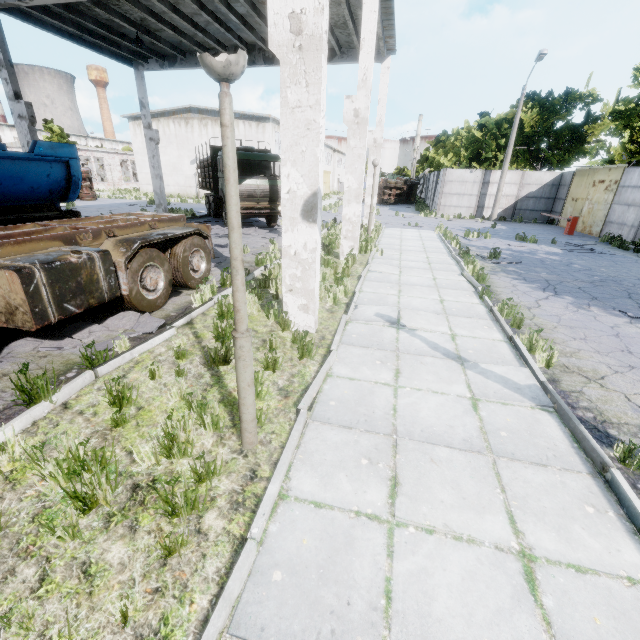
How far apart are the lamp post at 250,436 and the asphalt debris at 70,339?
2.96m

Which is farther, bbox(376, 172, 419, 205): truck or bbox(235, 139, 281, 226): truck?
bbox(376, 172, 419, 205): truck

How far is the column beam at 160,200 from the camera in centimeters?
1644cm

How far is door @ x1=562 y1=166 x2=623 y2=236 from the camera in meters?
18.6 m

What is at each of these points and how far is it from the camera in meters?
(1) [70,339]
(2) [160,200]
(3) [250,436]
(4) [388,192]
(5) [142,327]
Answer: (1) asphalt debris, 5.3
(2) column beam, 19.7
(3) lamp post, 3.3
(4) truck, 37.4
(5) asphalt debris, 5.8

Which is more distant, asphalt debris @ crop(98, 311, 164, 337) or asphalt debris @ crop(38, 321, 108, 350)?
asphalt debris @ crop(98, 311, 164, 337)

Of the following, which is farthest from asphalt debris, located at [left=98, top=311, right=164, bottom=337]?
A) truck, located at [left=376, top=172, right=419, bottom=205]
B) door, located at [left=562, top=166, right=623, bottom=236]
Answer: truck, located at [left=376, top=172, right=419, bottom=205]

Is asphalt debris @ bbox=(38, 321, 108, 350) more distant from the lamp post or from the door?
the door
